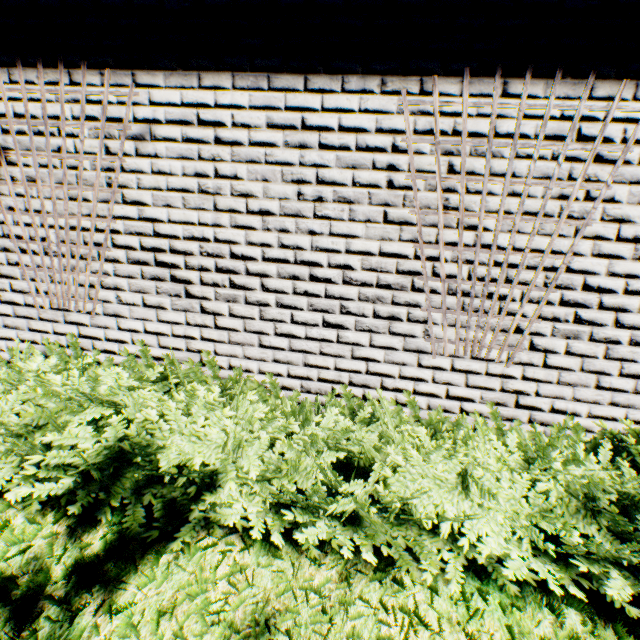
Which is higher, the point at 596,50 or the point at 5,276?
the point at 596,50
